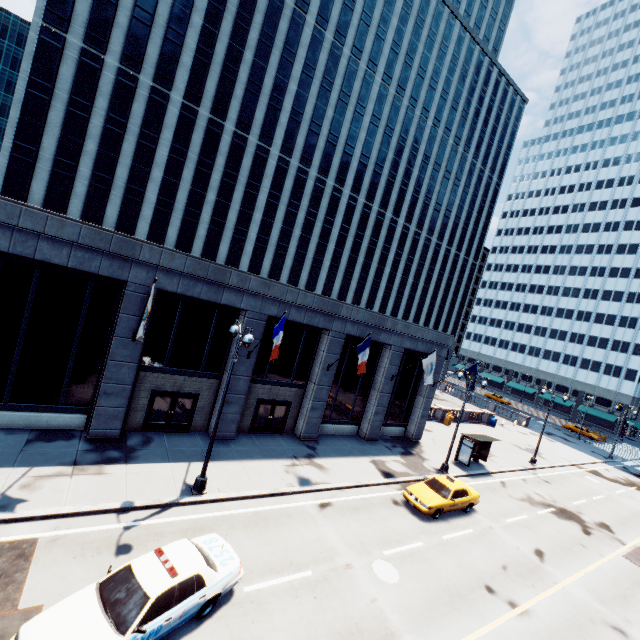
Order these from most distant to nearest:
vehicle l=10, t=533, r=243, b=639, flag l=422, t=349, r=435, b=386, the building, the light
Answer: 1. flag l=422, t=349, r=435, b=386
2. the building
3. the light
4. vehicle l=10, t=533, r=243, b=639

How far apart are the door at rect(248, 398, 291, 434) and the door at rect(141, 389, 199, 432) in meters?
3.5 m

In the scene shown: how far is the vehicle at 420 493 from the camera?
17.0 meters

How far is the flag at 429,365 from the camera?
22.39m

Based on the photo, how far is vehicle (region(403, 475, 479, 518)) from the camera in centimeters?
1698cm

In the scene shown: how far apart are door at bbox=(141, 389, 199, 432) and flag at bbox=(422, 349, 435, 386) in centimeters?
1413cm

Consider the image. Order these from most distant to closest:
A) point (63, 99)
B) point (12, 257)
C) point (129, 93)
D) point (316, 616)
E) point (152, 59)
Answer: point (152, 59)
point (129, 93)
point (63, 99)
point (12, 257)
point (316, 616)

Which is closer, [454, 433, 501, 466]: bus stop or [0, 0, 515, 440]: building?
[0, 0, 515, 440]: building
